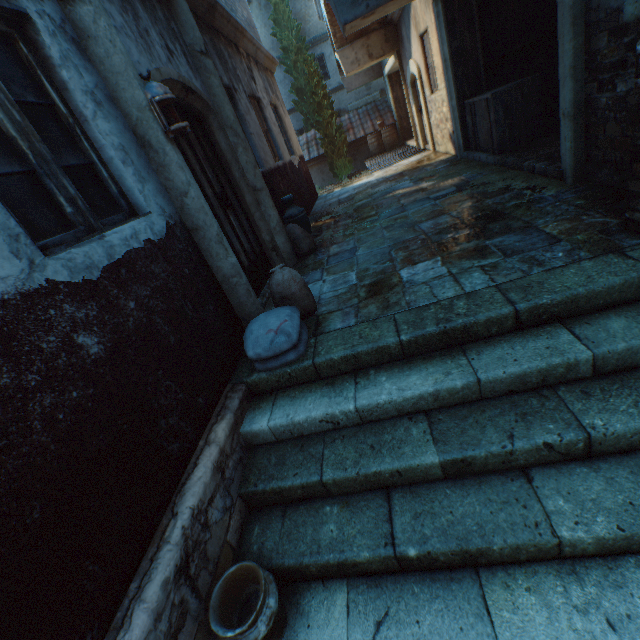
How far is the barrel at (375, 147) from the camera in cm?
1536

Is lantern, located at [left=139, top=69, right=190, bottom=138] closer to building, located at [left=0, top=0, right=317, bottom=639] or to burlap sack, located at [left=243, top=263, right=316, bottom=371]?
building, located at [left=0, top=0, right=317, bottom=639]

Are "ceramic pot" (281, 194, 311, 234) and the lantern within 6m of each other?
yes

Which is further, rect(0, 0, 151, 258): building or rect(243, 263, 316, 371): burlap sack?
rect(243, 263, 316, 371): burlap sack

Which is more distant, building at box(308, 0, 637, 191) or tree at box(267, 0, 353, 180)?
tree at box(267, 0, 353, 180)

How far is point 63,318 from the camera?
1.66m

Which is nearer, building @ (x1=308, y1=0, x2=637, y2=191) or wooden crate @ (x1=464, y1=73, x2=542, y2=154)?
building @ (x1=308, y1=0, x2=637, y2=191)

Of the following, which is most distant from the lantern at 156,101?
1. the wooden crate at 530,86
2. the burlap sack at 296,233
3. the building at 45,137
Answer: the wooden crate at 530,86
